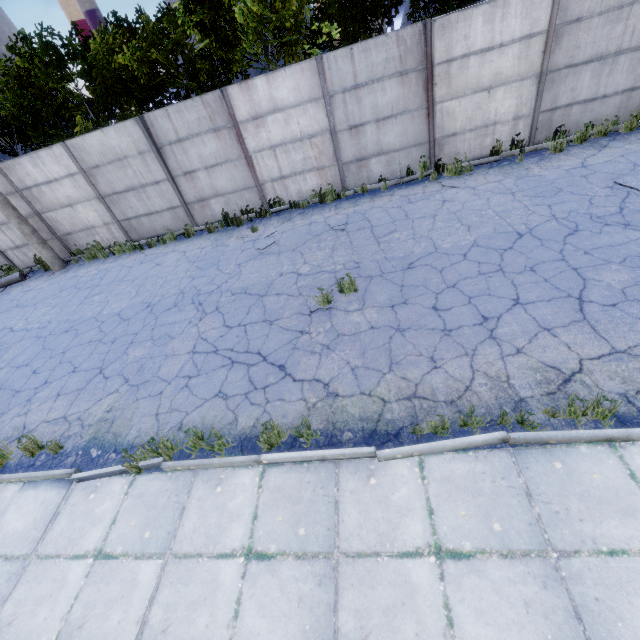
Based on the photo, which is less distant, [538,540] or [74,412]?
[538,540]

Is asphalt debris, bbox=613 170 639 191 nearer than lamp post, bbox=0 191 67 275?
Yes

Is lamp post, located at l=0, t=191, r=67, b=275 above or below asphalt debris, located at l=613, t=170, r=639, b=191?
above

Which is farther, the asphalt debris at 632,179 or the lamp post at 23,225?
the lamp post at 23,225

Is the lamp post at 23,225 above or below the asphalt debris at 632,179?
above
